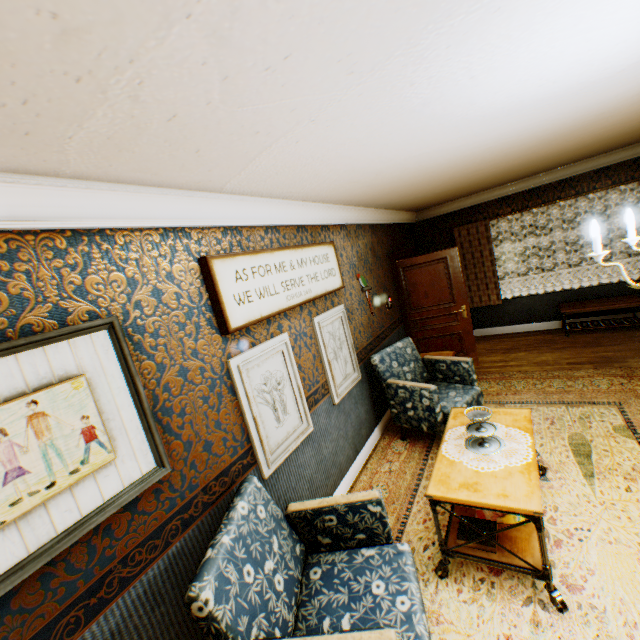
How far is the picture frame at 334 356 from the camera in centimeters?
352cm

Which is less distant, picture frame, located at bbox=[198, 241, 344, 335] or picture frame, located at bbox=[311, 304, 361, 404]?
picture frame, located at bbox=[198, 241, 344, 335]

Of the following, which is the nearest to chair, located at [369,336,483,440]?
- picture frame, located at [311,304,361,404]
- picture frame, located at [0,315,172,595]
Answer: picture frame, located at [311,304,361,404]

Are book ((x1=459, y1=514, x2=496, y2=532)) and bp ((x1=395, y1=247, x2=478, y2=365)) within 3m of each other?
no

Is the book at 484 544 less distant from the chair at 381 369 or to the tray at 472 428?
the tray at 472 428

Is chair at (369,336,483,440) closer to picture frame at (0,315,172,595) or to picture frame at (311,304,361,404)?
picture frame at (311,304,361,404)

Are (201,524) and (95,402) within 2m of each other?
yes

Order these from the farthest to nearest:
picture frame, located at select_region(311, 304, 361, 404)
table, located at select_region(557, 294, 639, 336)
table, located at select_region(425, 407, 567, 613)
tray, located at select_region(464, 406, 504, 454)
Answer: table, located at select_region(557, 294, 639, 336) < picture frame, located at select_region(311, 304, 361, 404) < tray, located at select_region(464, 406, 504, 454) < table, located at select_region(425, 407, 567, 613)
